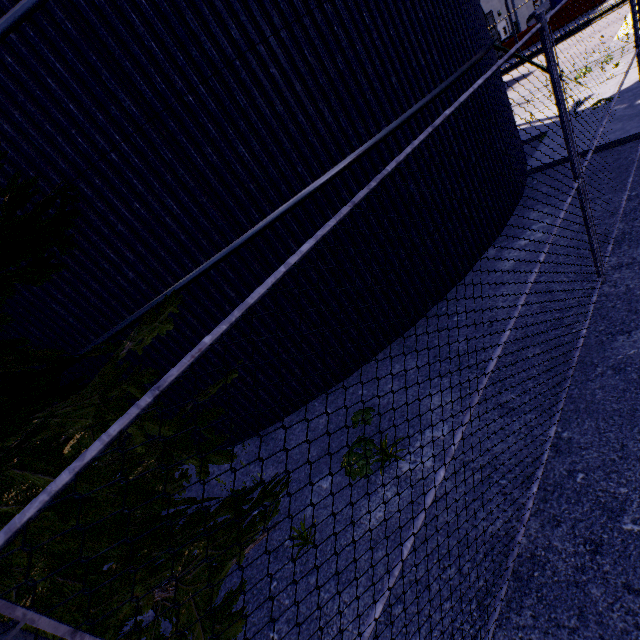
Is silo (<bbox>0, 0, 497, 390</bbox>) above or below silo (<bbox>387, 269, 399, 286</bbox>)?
above

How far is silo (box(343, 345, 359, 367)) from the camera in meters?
5.6

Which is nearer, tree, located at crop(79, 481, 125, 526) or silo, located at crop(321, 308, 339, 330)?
tree, located at crop(79, 481, 125, 526)

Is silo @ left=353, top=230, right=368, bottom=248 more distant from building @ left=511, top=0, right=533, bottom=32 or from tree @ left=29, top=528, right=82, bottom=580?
building @ left=511, top=0, right=533, bottom=32

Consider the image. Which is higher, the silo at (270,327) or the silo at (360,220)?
the silo at (360,220)

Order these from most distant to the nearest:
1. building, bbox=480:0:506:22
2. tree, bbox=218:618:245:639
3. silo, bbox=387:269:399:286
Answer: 1. building, bbox=480:0:506:22
2. silo, bbox=387:269:399:286
3. tree, bbox=218:618:245:639

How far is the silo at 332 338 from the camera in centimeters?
537cm

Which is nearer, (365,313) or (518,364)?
(518,364)
